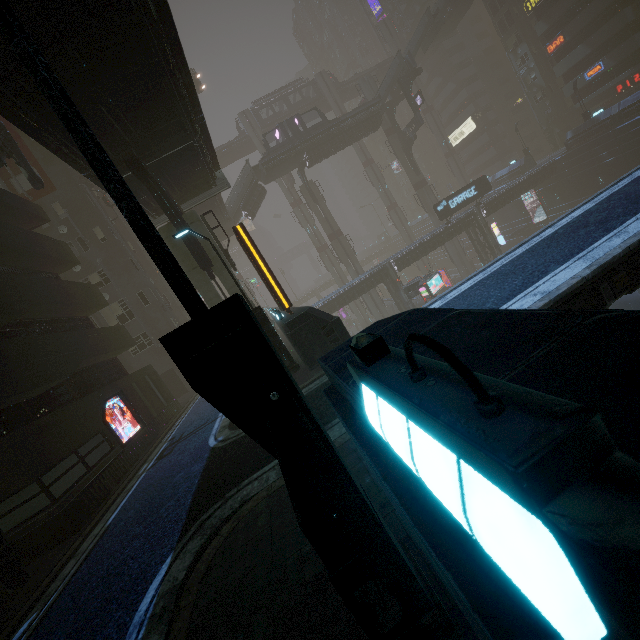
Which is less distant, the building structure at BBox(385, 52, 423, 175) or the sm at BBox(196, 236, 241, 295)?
the sm at BBox(196, 236, 241, 295)

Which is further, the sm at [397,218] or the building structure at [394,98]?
the sm at [397,218]

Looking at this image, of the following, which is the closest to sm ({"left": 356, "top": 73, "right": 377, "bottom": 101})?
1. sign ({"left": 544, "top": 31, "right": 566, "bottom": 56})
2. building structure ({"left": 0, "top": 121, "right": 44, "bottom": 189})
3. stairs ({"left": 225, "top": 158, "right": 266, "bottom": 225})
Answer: stairs ({"left": 225, "top": 158, "right": 266, "bottom": 225})

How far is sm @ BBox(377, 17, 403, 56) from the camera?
58.0 meters

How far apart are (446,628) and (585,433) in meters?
2.7 m

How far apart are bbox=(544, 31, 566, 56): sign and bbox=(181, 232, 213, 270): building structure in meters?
55.7

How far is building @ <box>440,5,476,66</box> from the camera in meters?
59.3 m

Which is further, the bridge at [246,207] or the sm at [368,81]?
the sm at [368,81]
